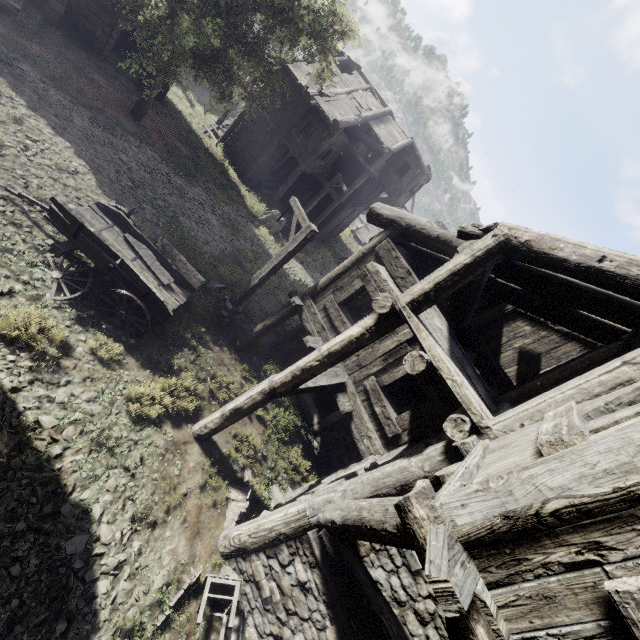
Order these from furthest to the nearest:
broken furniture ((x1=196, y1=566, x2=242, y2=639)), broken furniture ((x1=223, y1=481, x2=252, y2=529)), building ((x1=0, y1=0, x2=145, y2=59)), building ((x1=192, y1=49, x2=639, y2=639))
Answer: building ((x1=0, y1=0, x2=145, y2=59))
broken furniture ((x1=223, y1=481, x2=252, y2=529))
broken furniture ((x1=196, y1=566, x2=242, y2=639))
building ((x1=192, y1=49, x2=639, y2=639))

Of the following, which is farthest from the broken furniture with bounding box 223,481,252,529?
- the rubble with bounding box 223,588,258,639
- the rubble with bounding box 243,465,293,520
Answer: the rubble with bounding box 223,588,258,639

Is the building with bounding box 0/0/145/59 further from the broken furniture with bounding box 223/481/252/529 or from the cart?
the cart

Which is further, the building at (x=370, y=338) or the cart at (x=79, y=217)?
the cart at (x=79, y=217)

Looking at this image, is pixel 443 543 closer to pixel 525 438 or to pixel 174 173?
pixel 525 438

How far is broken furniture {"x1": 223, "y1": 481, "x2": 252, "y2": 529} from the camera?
Answer: 6.46m

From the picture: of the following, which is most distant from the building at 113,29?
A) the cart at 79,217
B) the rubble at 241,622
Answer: the cart at 79,217

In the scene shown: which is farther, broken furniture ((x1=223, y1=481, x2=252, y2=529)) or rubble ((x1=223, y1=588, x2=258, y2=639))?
broken furniture ((x1=223, y1=481, x2=252, y2=529))
